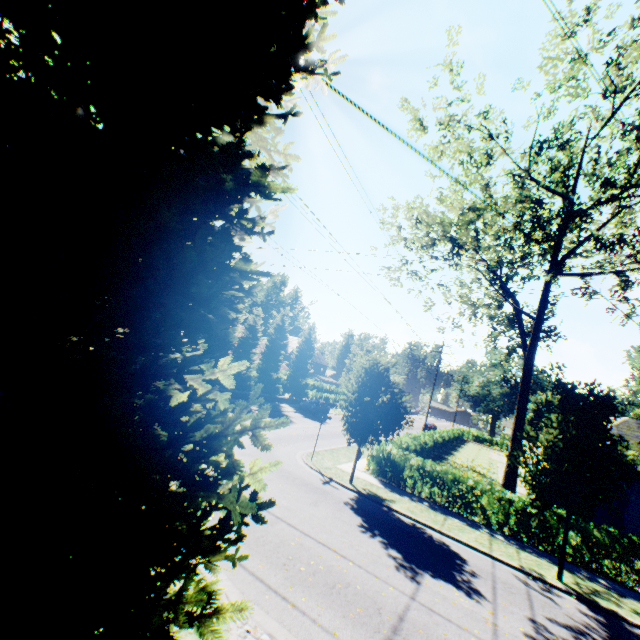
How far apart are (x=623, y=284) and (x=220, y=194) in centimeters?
1967cm

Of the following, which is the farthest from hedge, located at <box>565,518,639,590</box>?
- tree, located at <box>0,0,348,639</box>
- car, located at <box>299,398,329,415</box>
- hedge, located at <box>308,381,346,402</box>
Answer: hedge, located at <box>308,381,346,402</box>

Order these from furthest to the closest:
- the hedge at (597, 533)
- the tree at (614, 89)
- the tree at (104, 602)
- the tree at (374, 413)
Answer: the tree at (374, 413), the hedge at (597, 533), the tree at (614, 89), the tree at (104, 602)

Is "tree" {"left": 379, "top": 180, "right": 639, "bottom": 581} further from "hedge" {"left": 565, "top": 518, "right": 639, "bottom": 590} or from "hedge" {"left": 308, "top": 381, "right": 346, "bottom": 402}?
"hedge" {"left": 565, "top": 518, "right": 639, "bottom": 590}

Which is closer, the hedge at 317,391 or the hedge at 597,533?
the hedge at 597,533

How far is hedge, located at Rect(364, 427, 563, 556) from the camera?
13.6m

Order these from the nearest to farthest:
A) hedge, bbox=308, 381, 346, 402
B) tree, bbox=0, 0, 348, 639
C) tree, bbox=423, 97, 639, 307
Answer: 1. tree, bbox=0, 0, 348, 639
2. tree, bbox=423, 97, 639, 307
3. hedge, bbox=308, 381, 346, 402

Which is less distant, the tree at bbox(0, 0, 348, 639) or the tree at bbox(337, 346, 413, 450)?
the tree at bbox(0, 0, 348, 639)
